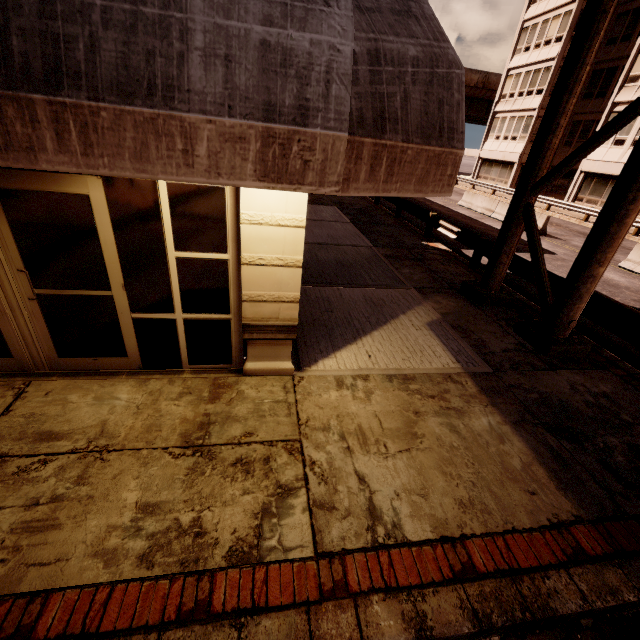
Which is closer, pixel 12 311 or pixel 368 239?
pixel 12 311

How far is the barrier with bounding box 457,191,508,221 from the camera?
19.72m

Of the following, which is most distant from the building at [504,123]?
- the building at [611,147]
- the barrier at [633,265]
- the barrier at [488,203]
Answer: the barrier at [633,265]

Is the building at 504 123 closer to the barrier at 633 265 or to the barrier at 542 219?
the barrier at 542 219

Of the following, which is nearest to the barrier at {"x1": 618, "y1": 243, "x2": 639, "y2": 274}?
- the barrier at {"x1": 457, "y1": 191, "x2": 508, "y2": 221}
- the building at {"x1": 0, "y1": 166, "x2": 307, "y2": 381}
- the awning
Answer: the barrier at {"x1": 457, "y1": 191, "x2": 508, "y2": 221}

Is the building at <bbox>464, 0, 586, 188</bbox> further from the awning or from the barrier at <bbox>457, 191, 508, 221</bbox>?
the awning

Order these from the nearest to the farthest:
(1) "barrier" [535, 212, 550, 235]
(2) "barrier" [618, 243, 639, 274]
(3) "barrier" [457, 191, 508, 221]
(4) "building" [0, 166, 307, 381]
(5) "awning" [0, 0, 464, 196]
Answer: (5) "awning" [0, 0, 464, 196]
(4) "building" [0, 166, 307, 381]
(2) "barrier" [618, 243, 639, 274]
(1) "barrier" [535, 212, 550, 235]
(3) "barrier" [457, 191, 508, 221]

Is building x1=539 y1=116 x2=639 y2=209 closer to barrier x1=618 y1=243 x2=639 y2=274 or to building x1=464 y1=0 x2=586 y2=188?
building x1=464 y1=0 x2=586 y2=188
